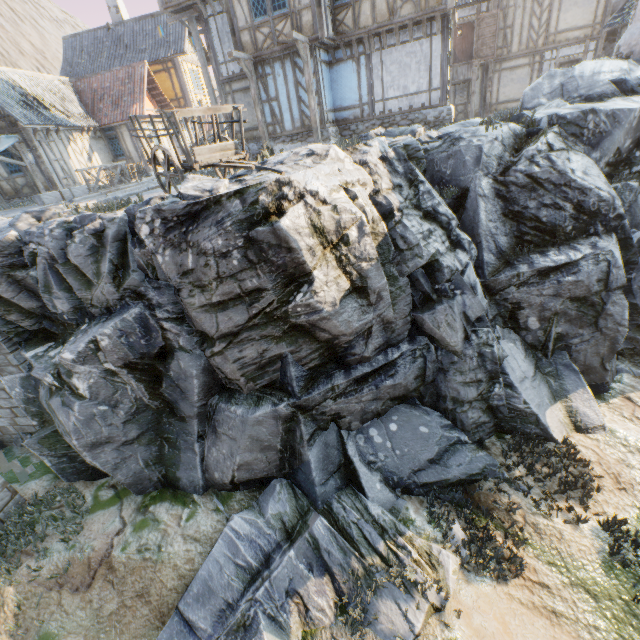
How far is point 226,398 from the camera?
7.4 meters

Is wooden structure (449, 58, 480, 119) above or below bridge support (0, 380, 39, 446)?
above

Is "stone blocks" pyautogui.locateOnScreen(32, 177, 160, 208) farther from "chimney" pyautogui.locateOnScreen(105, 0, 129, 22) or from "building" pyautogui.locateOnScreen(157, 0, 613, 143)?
"chimney" pyautogui.locateOnScreen(105, 0, 129, 22)

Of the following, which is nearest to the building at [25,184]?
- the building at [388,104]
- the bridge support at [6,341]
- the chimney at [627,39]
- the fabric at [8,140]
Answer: the fabric at [8,140]

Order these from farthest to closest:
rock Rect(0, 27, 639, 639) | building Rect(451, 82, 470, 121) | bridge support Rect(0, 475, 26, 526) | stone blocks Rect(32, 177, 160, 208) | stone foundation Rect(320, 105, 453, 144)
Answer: building Rect(451, 82, 470, 121) → stone foundation Rect(320, 105, 453, 144) → stone blocks Rect(32, 177, 160, 208) → bridge support Rect(0, 475, 26, 526) → rock Rect(0, 27, 639, 639)

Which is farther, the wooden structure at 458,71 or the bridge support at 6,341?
the wooden structure at 458,71

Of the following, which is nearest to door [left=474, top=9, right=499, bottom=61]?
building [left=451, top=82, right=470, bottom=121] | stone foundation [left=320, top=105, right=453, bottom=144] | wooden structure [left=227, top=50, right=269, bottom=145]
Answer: building [left=451, top=82, right=470, bottom=121]

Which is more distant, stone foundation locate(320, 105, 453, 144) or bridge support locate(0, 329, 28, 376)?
stone foundation locate(320, 105, 453, 144)
